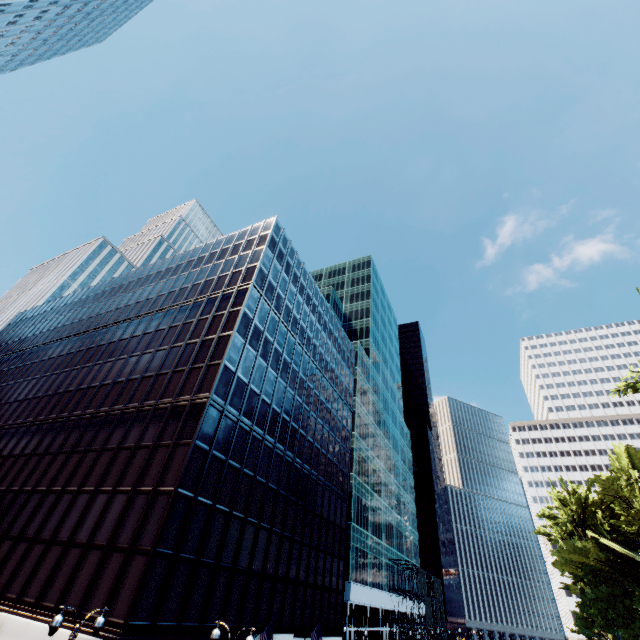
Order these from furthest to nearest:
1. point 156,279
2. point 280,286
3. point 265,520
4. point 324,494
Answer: point 156,279 < point 280,286 < point 324,494 < point 265,520

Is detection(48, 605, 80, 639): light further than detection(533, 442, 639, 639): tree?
No

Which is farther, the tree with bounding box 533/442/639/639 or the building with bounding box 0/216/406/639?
the tree with bounding box 533/442/639/639

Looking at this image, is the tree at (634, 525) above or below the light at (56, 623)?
above

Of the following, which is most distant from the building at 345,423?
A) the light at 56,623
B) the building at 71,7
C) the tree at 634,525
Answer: the building at 71,7

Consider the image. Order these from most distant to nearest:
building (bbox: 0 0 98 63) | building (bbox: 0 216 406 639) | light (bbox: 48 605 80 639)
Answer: building (bbox: 0 0 98 63) → building (bbox: 0 216 406 639) → light (bbox: 48 605 80 639)

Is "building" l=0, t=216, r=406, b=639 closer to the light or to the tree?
the light

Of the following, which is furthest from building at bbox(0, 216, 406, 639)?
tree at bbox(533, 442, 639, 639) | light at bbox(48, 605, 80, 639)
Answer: tree at bbox(533, 442, 639, 639)
